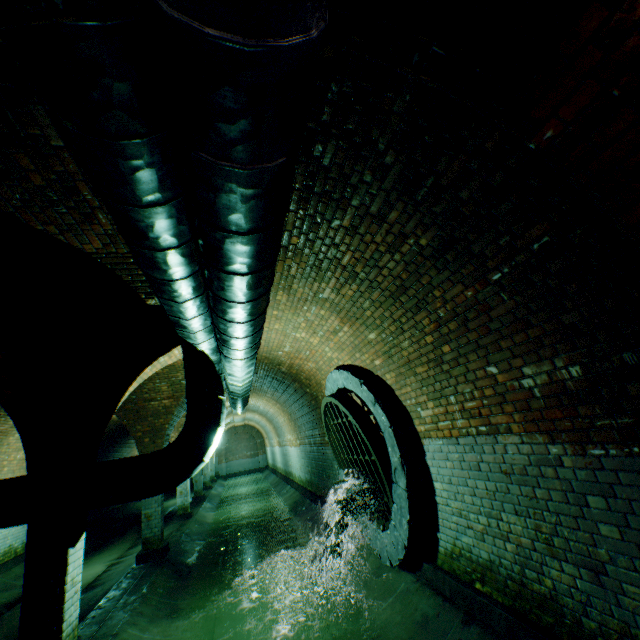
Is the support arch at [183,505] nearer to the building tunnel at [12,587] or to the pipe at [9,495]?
the building tunnel at [12,587]

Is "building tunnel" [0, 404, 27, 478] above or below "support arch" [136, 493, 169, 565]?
above

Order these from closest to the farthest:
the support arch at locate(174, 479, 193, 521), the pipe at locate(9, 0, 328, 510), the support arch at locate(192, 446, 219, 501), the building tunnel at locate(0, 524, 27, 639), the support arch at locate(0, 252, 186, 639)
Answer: the pipe at locate(9, 0, 328, 510) < the support arch at locate(0, 252, 186, 639) < the building tunnel at locate(0, 524, 27, 639) < the support arch at locate(174, 479, 193, 521) < the support arch at locate(192, 446, 219, 501)

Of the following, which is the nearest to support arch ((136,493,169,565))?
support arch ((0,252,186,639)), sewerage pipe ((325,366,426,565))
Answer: support arch ((0,252,186,639))

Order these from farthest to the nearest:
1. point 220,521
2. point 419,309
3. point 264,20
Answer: point 220,521
point 419,309
point 264,20

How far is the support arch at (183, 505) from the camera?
12.34m

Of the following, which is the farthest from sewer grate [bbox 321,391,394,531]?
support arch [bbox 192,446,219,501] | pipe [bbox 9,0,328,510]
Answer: support arch [bbox 192,446,219,501]

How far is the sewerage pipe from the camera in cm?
455
